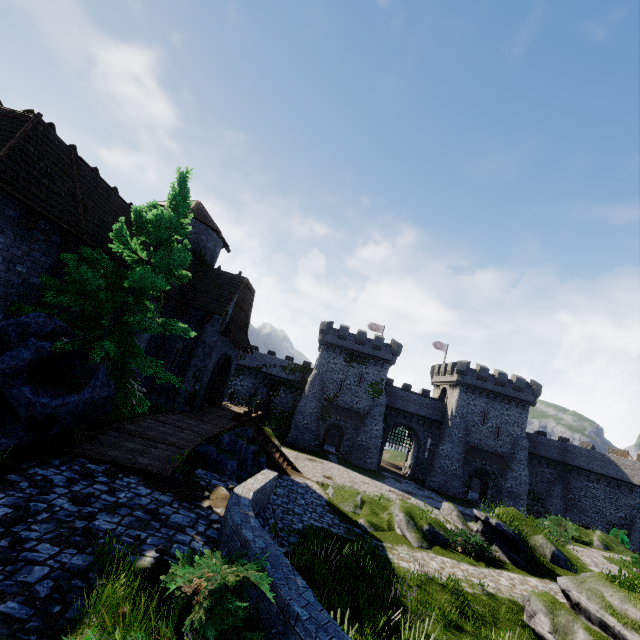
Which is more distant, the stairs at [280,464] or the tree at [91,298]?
the stairs at [280,464]

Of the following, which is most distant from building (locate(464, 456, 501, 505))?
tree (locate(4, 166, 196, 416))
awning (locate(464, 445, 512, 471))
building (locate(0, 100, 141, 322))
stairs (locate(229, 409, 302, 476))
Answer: tree (locate(4, 166, 196, 416))

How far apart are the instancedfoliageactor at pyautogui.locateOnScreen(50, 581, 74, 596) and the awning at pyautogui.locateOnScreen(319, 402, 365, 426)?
38.7 meters

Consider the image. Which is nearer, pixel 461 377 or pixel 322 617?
pixel 322 617

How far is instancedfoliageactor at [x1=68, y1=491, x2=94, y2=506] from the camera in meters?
6.2 m

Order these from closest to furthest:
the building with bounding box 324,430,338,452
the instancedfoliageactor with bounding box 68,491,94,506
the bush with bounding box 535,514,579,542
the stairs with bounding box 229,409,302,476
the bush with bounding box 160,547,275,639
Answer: the bush with bounding box 160,547,275,639 → the instancedfoliageactor with bounding box 68,491,94,506 → the stairs with bounding box 229,409,302,476 → the bush with bounding box 535,514,579,542 → the building with bounding box 324,430,338,452

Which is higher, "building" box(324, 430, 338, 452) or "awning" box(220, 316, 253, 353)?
"awning" box(220, 316, 253, 353)

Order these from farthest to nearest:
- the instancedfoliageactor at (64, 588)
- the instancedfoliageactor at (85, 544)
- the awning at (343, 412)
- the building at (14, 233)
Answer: the awning at (343, 412) < the building at (14, 233) < the instancedfoliageactor at (85, 544) < the instancedfoliageactor at (64, 588)
